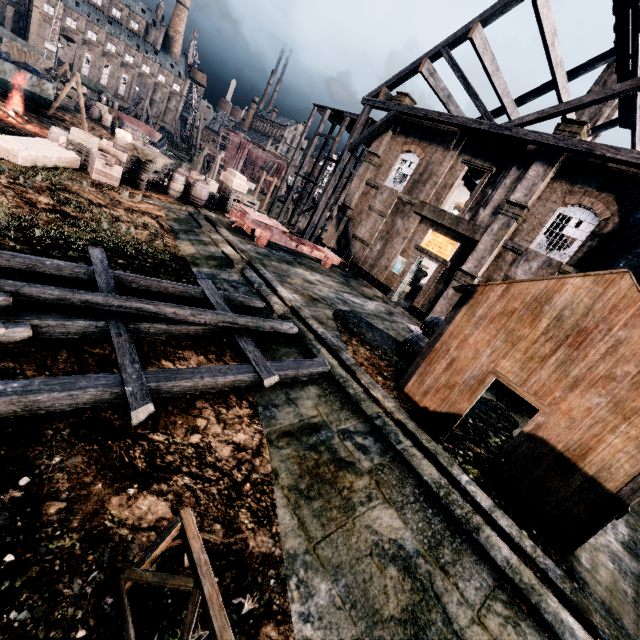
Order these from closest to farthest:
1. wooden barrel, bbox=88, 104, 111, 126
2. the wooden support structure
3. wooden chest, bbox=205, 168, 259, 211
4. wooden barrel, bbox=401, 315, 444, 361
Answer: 1. the wooden support structure
2. wooden barrel, bbox=401, 315, 444, 361
3. wooden chest, bbox=205, 168, 259, 211
4. wooden barrel, bbox=88, 104, 111, 126

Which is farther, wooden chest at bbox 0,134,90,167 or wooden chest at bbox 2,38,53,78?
wooden chest at bbox 2,38,53,78

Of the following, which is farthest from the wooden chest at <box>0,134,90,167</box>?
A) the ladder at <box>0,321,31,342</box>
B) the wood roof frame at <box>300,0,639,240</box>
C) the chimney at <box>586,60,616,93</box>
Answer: the chimney at <box>586,60,616,93</box>

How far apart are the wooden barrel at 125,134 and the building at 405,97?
18.4 meters

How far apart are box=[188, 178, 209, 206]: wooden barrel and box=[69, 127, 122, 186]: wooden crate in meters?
4.0 m

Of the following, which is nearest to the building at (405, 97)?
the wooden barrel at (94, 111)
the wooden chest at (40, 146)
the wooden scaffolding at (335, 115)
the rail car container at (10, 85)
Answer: the wooden scaffolding at (335, 115)

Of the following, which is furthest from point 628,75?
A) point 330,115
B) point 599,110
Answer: point 330,115

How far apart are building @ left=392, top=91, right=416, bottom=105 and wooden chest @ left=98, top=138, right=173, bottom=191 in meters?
17.5
